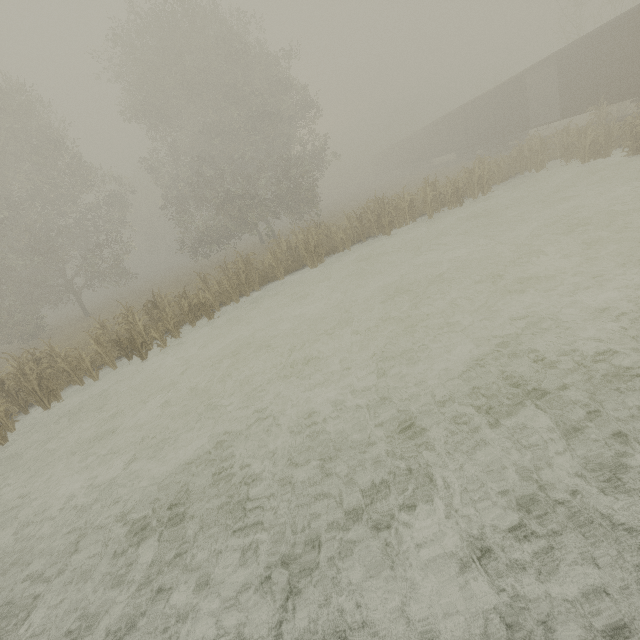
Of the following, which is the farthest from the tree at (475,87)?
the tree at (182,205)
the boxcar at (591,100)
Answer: the tree at (182,205)

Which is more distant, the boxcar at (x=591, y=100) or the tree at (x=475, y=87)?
the tree at (x=475, y=87)

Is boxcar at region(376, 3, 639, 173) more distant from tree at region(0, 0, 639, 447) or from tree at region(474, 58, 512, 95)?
tree at region(0, 0, 639, 447)

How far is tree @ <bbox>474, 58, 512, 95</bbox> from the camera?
44.7m

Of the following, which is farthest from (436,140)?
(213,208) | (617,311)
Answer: (617,311)

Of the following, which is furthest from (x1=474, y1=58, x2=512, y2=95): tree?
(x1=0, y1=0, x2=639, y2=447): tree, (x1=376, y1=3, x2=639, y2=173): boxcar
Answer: (x1=0, y1=0, x2=639, y2=447): tree

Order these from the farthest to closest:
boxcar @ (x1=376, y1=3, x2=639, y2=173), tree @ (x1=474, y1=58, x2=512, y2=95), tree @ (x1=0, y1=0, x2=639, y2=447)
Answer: tree @ (x1=474, y1=58, x2=512, y2=95)
boxcar @ (x1=376, y1=3, x2=639, y2=173)
tree @ (x1=0, y1=0, x2=639, y2=447)

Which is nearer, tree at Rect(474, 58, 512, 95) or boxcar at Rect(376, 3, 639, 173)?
boxcar at Rect(376, 3, 639, 173)
